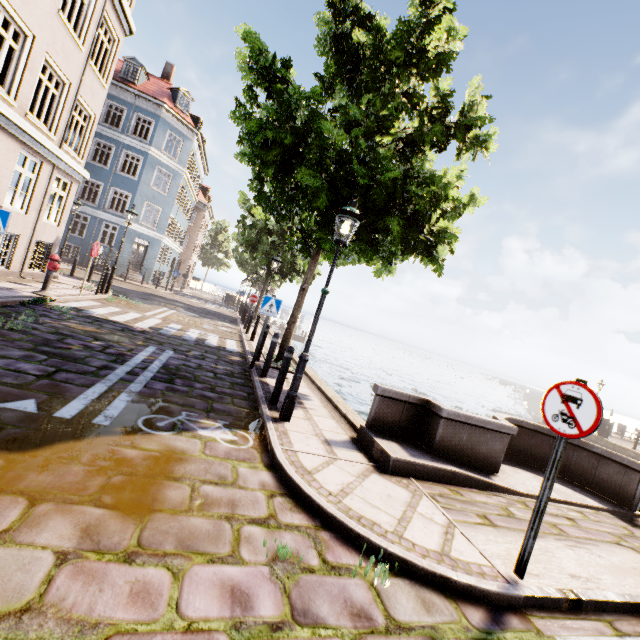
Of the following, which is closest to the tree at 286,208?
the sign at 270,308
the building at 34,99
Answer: the sign at 270,308

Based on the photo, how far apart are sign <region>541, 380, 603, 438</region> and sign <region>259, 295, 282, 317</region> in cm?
610

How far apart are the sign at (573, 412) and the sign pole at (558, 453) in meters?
0.0

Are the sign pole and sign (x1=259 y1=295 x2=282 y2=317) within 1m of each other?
no

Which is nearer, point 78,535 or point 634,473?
point 78,535

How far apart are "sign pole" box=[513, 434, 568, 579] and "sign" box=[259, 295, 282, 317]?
6.29m

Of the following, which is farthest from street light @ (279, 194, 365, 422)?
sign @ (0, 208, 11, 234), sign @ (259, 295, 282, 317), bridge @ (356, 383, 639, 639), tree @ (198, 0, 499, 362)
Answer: sign @ (0, 208, 11, 234)

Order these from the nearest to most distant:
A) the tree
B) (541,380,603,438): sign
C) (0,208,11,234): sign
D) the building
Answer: (541,380,603,438): sign, (0,208,11,234): sign, the tree, the building
